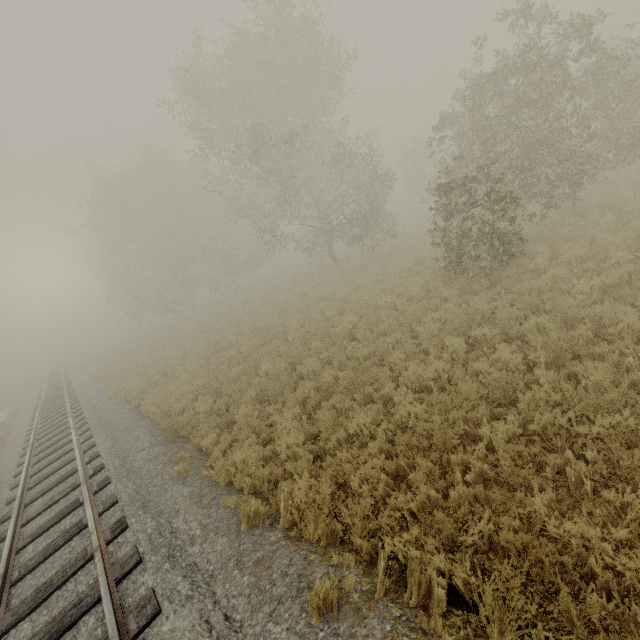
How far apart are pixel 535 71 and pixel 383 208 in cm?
1025
